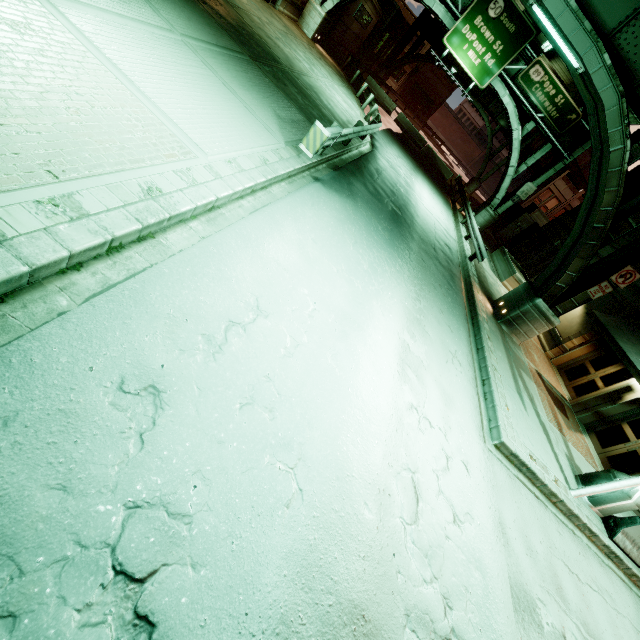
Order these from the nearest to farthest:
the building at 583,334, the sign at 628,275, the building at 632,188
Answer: the sign at 628,275
the building at 583,334
the building at 632,188

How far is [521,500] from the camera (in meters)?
6.71

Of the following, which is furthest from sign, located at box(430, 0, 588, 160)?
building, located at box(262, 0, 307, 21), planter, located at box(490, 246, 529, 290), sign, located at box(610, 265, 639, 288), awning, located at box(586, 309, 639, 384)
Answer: sign, located at box(610, 265, 639, 288)

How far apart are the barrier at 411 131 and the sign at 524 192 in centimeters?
1218cm

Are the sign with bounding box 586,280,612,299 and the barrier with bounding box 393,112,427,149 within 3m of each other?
no

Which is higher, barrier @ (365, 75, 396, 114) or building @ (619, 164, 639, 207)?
building @ (619, 164, 639, 207)

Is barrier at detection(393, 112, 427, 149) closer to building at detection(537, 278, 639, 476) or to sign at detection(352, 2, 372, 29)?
sign at detection(352, 2, 372, 29)

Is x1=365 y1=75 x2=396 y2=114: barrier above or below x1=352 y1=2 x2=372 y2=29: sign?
below
